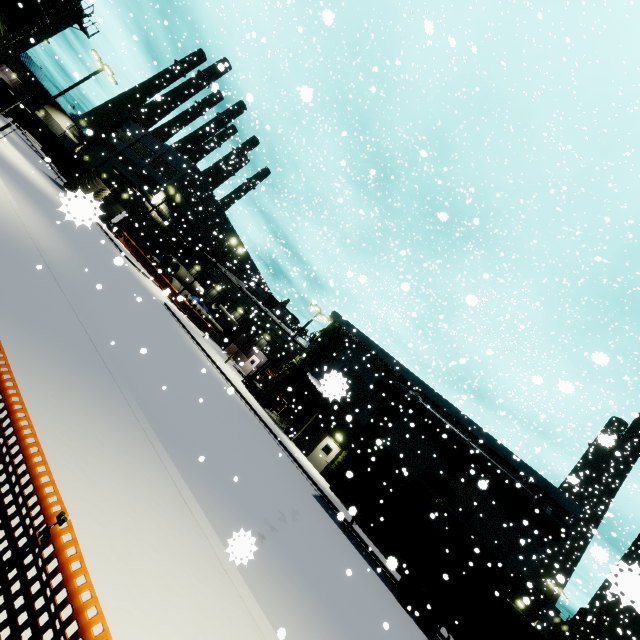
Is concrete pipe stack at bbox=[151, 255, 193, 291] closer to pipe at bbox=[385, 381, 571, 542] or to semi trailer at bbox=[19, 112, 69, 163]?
semi trailer at bbox=[19, 112, 69, 163]

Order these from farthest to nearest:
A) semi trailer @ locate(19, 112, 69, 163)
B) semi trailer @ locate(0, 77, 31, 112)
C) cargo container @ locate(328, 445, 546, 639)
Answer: semi trailer @ locate(19, 112, 69, 163) → semi trailer @ locate(0, 77, 31, 112) → cargo container @ locate(328, 445, 546, 639)

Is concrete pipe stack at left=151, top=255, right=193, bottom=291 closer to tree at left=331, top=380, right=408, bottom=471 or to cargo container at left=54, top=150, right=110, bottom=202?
cargo container at left=54, top=150, right=110, bottom=202

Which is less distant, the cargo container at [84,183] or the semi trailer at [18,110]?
the cargo container at [84,183]

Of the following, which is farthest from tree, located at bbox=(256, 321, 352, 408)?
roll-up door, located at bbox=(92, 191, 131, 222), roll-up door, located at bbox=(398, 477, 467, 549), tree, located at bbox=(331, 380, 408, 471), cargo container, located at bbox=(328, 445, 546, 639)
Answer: roll-up door, located at bbox=(398, 477, 467, 549)

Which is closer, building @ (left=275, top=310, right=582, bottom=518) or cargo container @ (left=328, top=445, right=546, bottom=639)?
cargo container @ (left=328, top=445, right=546, bottom=639)

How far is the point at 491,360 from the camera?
27.78m

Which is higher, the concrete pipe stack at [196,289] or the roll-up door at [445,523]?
the roll-up door at [445,523]
